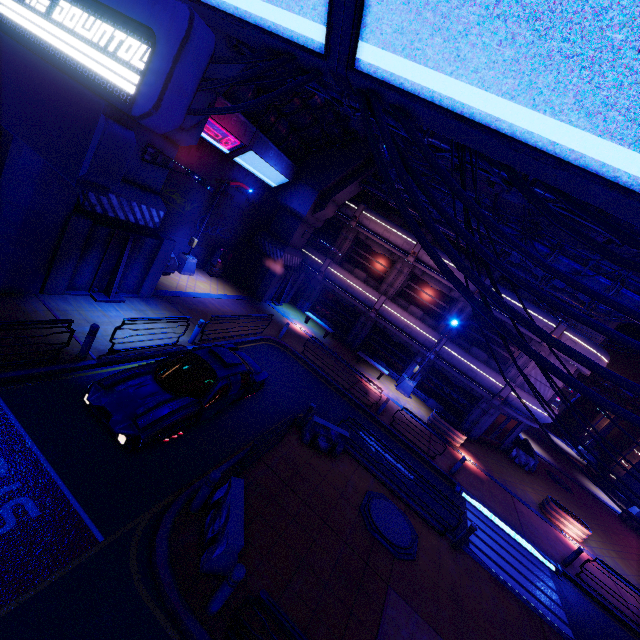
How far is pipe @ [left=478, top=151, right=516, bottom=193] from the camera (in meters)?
6.99

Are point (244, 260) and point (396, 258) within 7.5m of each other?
no

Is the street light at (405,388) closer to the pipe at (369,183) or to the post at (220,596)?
the pipe at (369,183)

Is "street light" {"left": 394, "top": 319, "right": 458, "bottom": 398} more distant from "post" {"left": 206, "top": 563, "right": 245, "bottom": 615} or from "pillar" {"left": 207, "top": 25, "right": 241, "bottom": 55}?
"post" {"left": 206, "top": 563, "right": 245, "bottom": 615}

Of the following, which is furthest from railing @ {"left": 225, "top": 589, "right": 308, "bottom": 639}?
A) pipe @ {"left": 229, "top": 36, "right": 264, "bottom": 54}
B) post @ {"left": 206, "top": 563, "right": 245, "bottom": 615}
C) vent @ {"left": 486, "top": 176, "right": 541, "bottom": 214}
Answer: vent @ {"left": 486, "top": 176, "right": 541, "bottom": 214}

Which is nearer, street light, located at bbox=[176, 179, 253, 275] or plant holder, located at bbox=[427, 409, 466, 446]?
street light, located at bbox=[176, 179, 253, 275]

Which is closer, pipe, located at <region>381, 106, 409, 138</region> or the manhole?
pipe, located at <region>381, 106, 409, 138</region>

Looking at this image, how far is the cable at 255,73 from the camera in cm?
490
